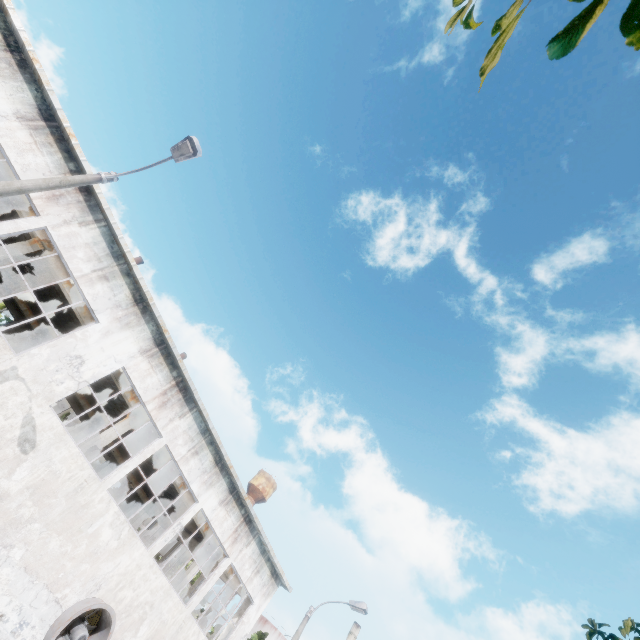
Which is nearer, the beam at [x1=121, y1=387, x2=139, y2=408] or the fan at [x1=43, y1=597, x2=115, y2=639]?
the fan at [x1=43, y1=597, x2=115, y2=639]

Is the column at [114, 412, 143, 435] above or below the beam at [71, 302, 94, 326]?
below

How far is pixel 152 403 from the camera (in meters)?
13.99

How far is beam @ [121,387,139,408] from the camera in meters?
15.8 m

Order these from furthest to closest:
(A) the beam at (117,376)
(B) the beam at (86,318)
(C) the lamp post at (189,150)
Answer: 1. (A) the beam at (117,376)
2. (B) the beam at (86,318)
3. (C) the lamp post at (189,150)

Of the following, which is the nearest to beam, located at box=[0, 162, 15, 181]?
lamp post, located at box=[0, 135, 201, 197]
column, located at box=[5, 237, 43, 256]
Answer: column, located at box=[5, 237, 43, 256]

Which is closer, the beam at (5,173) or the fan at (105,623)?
the fan at (105,623)
